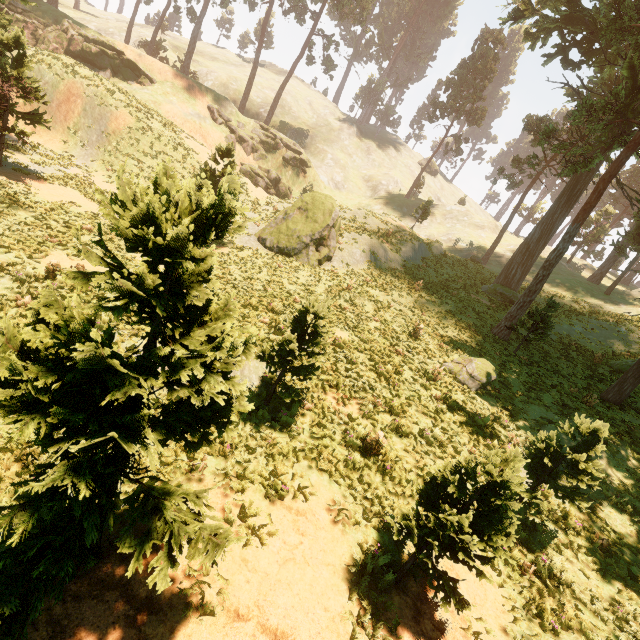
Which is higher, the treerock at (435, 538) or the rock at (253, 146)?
the rock at (253, 146)

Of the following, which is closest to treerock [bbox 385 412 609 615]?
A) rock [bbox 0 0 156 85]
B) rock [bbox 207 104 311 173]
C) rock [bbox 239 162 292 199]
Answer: rock [bbox 0 0 156 85]

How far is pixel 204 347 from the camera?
3.5m

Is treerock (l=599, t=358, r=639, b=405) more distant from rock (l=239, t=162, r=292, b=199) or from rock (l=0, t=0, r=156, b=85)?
rock (l=239, t=162, r=292, b=199)

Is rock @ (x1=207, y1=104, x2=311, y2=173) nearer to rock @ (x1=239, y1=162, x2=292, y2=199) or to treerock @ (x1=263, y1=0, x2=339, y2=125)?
rock @ (x1=239, y1=162, x2=292, y2=199)

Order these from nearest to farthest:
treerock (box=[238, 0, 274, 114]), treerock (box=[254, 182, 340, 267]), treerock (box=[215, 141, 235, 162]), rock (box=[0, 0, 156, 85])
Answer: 1. treerock (box=[215, 141, 235, 162])
2. treerock (box=[254, 182, 340, 267])
3. rock (box=[0, 0, 156, 85])
4. treerock (box=[238, 0, 274, 114])

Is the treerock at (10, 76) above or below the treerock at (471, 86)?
below
